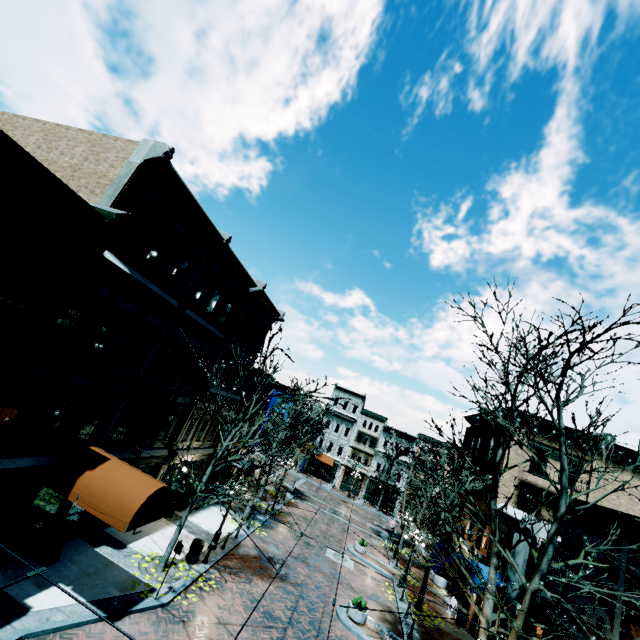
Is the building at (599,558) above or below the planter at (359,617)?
above

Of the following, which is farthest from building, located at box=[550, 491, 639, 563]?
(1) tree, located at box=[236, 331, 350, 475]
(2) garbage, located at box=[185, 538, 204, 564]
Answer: (2) garbage, located at box=[185, 538, 204, 564]

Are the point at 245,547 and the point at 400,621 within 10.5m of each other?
yes

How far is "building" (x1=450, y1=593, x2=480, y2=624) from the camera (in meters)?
19.48

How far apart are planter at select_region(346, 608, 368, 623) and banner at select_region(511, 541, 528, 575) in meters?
6.7 m

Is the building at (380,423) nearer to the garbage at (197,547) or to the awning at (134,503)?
the garbage at (197,547)

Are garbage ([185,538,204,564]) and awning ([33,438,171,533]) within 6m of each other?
yes

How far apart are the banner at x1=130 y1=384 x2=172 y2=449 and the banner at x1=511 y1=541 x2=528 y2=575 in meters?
18.4 m
